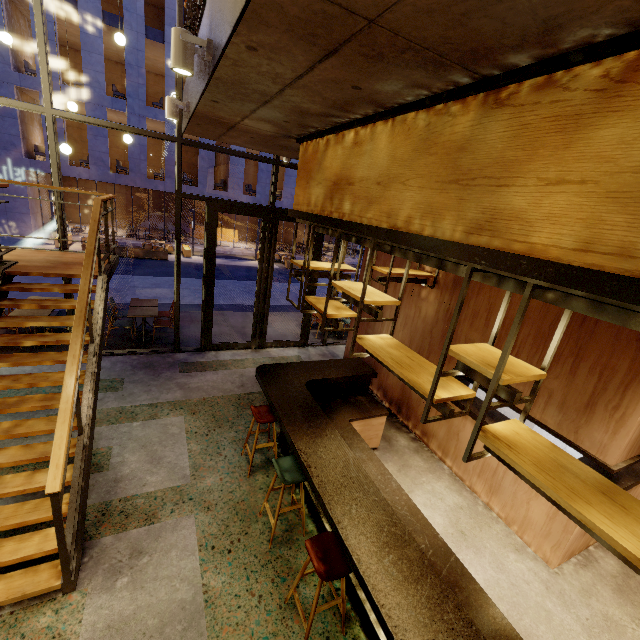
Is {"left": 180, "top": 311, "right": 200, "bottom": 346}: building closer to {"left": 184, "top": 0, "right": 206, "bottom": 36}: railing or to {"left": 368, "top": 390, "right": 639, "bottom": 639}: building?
{"left": 368, "top": 390, "right": 639, "bottom": 639}: building

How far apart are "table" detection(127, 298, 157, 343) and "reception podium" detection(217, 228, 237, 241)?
20.5m

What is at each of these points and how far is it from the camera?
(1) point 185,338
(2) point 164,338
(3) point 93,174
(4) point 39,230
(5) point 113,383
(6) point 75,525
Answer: (1) building, 8.5m
(2) building, 8.3m
(3) building, 19.0m
(4) building, 19.9m
(5) building, 6.2m
(6) stairs, 3.2m

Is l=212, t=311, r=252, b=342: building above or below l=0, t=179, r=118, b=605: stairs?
below

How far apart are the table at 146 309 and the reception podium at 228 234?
20.5 meters

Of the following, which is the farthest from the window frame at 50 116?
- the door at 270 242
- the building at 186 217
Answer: the building at 186 217

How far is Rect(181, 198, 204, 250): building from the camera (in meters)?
25.64

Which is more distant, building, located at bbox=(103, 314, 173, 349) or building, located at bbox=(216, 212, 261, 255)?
building, located at bbox=(216, 212, 261, 255)
